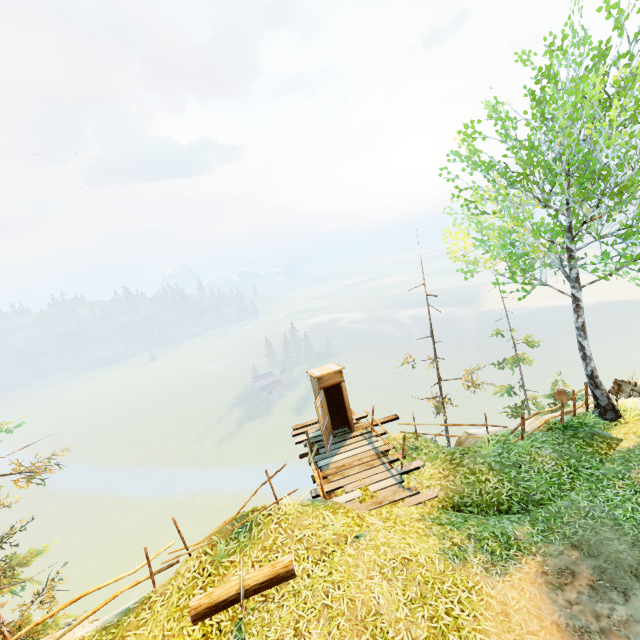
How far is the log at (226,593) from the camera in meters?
6.2 m

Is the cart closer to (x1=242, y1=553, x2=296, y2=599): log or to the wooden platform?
the wooden platform

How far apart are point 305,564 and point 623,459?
8.9m

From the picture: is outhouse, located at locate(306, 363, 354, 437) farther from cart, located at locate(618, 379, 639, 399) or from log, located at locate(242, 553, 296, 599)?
cart, located at locate(618, 379, 639, 399)

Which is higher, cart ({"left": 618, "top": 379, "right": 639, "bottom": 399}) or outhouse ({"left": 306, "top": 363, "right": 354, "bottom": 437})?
outhouse ({"left": 306, "top": 363, "right": 354, "bottom": 437})

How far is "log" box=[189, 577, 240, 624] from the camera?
6.16m

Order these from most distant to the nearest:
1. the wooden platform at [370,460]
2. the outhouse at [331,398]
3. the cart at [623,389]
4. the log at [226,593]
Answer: the cart at [623,389], the outhouse at [331,398], the wooden platform at [370,460], the log at [226,593]
